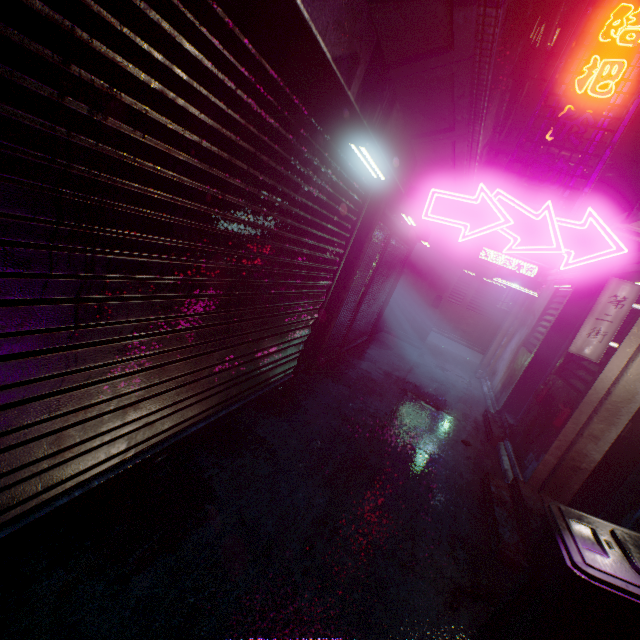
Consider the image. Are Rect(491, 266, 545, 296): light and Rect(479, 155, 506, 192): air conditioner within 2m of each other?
yes

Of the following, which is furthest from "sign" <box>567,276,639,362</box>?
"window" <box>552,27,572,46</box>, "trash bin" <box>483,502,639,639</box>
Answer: "window" <box>552,27,572,46</box>

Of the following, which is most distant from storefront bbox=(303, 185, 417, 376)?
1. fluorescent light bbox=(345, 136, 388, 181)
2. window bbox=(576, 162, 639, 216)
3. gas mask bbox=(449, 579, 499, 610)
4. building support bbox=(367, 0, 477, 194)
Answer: window bbox=(576, 162, 639, 216)

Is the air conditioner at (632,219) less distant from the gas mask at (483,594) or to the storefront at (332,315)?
the storefront at (332,315)

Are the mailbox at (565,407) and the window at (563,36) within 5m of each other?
no

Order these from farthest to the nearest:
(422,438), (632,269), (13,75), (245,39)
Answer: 1. (422,438)
2. (632,269)
3. (245,39)
4. (13,75)

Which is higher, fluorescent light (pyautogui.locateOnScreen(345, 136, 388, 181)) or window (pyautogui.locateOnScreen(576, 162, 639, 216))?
window (pyautogui.locateOnScreen(576, 162, 639, 216))

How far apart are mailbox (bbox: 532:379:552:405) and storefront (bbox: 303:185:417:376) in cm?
271
